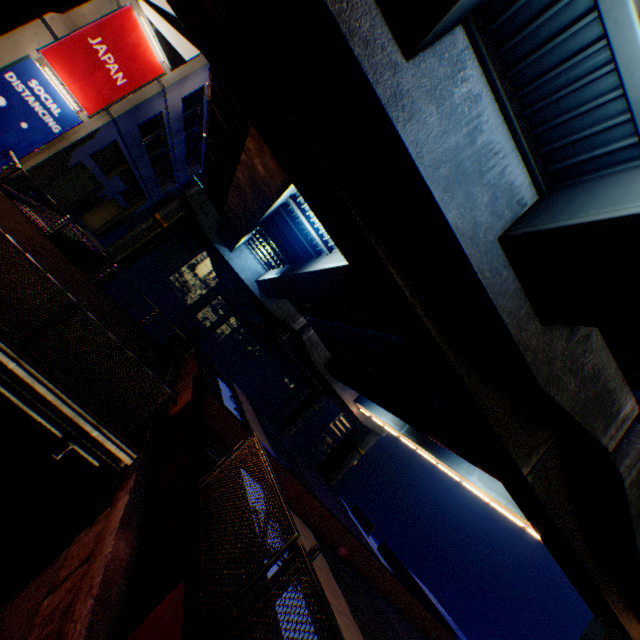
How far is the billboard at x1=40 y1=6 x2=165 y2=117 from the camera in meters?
13.5

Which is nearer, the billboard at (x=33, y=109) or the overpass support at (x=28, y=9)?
the overpass support at (x=28, y=9)

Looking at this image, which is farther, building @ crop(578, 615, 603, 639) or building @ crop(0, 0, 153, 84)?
building @ crop(578, 615, 603, 639)

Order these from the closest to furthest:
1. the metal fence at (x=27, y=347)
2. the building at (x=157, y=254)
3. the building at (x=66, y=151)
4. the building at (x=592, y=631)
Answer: the metal fence at (x=27, y=347) → the building at (x=66, y=151) → the building at (x=592, y=631) → the building at (x=157, y=254)

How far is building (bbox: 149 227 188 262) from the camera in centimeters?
5750cm

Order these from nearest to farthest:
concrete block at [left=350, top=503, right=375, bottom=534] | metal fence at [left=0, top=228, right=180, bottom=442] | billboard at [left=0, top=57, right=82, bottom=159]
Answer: metal fence at [left=0, top=228, right=180, bottom=442], billboard at [left=0, top=57, right=82, bottom=159], concrete block at [left=350, top=503, right=375, bottom=534]

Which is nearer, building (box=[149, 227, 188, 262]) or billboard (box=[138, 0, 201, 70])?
billboard (box=[138, 0, 201, 70])

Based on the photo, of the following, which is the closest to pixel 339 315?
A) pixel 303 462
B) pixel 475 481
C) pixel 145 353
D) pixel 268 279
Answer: pixel 268 279
